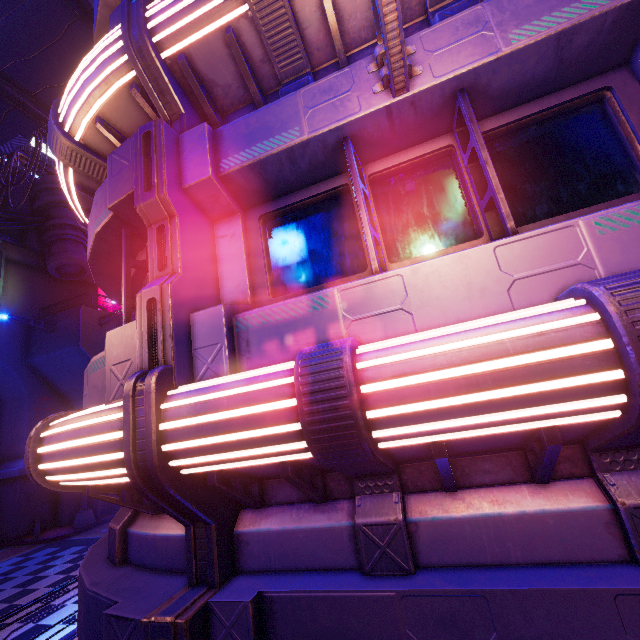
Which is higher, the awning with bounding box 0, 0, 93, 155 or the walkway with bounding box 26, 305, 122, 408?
the awning with bounding box 0, 0, 93, 155

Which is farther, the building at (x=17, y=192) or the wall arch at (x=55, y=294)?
the building at (x=17, y=192)

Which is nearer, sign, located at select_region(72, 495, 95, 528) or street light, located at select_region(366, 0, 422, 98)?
street light, located at select_region(366, 0, 422, 98)

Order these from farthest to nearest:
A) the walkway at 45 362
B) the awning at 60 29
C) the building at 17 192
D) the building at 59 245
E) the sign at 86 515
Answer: the building at 17 192, the building at 59 245, the walkway at 45 362, the sign at 86 515, the awning at 60 29

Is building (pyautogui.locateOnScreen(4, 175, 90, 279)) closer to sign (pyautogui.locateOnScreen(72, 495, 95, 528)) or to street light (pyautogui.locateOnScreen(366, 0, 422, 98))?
sign (pyautogui.locateOnScreen(72, 495, 95, 528))

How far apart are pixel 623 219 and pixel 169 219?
3.97m

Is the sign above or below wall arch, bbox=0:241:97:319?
below

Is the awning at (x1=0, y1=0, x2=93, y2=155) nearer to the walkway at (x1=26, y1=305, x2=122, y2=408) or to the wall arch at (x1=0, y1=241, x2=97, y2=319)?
the walkway at (x1=26, y1=305, x2=122, y2=408)
